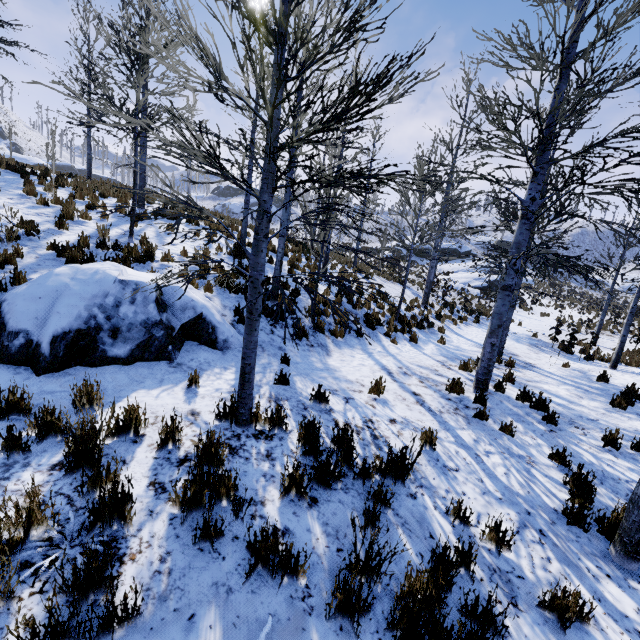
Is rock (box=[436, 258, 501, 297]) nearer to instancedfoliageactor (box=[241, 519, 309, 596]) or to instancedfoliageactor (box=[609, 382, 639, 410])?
instancedfoliageactor (box=[609, 382, 639, 410])

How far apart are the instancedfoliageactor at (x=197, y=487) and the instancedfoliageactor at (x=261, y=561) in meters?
0.3

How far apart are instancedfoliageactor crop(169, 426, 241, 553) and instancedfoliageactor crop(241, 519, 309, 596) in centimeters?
30cm

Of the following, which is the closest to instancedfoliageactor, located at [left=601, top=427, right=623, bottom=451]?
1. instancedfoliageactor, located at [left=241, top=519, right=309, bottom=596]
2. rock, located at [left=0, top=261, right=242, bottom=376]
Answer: rock, located at [left=0, top=261, right=242, bottom=376]

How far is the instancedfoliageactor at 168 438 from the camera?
3.4 meters

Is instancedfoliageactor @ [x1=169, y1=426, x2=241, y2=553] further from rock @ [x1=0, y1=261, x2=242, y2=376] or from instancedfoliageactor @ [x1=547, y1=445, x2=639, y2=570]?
instancedfoliageactor @ [x1=547, y1=445, x2=639, y2=570]

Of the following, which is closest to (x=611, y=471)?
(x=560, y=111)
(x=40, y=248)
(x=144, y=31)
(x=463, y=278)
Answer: (x=560, y=111)

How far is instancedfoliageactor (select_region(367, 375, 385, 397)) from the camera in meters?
6.0 m
